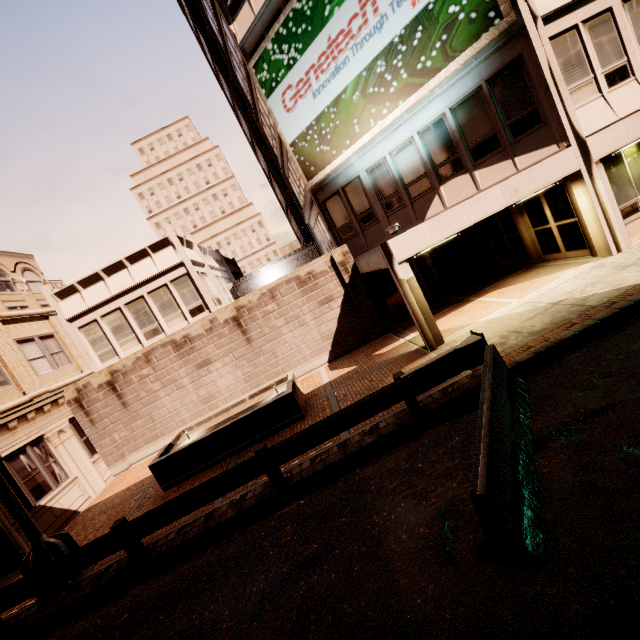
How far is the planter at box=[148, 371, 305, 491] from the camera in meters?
10.0 m

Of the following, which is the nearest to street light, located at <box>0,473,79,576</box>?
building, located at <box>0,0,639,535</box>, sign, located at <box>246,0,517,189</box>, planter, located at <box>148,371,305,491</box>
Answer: planter, located at <box>148,371,305,491</box>

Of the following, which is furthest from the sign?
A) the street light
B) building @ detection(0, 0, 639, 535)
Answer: the street light

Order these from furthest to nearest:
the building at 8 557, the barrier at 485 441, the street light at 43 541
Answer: the building at 8 557, the street light at 43 541, the barrier at 485 441

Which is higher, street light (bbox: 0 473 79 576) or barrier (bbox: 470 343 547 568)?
street light (bbox: 0 473 79 576)

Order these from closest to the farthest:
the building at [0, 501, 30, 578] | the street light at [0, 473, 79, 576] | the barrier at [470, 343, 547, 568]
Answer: the barrier at [470, 343, 547, 568] → the street light at [0, 473, 79, 576] → the building at [0, 501, 30, 578]

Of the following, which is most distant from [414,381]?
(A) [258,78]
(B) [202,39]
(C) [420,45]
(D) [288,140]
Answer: (B) [202,39]

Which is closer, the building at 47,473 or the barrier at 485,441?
the barrier at 485,441
